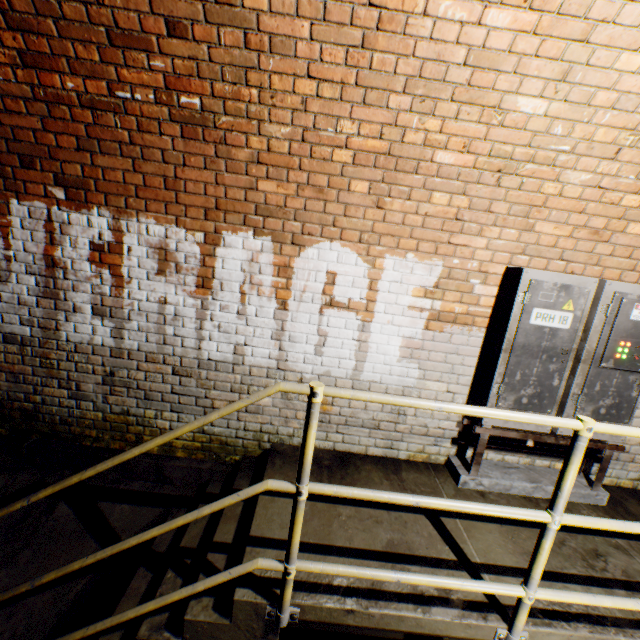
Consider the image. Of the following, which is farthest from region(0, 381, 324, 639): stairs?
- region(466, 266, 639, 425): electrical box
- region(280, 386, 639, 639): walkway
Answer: region(466, 266, 639, 425): electrical box

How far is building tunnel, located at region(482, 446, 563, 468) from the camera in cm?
307

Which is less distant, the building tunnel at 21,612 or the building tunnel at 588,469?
the building tunnel at 21,612

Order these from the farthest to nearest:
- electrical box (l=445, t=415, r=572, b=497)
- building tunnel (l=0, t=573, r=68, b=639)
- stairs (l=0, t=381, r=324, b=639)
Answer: electrical box (l=445, t=415, r=572, b=497) → building tunnel (l=0, t=573, r=68, b=639) → stairs (l=0, t=381, r=324, b=639)

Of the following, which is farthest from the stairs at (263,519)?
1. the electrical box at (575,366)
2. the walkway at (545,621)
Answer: the electrical box at (575,366)

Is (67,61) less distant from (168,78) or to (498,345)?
(168,78)

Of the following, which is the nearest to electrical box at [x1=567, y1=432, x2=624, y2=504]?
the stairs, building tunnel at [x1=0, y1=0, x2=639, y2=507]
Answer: building tunnel at [x1=0, y1=0, x2=639, y2=507]
